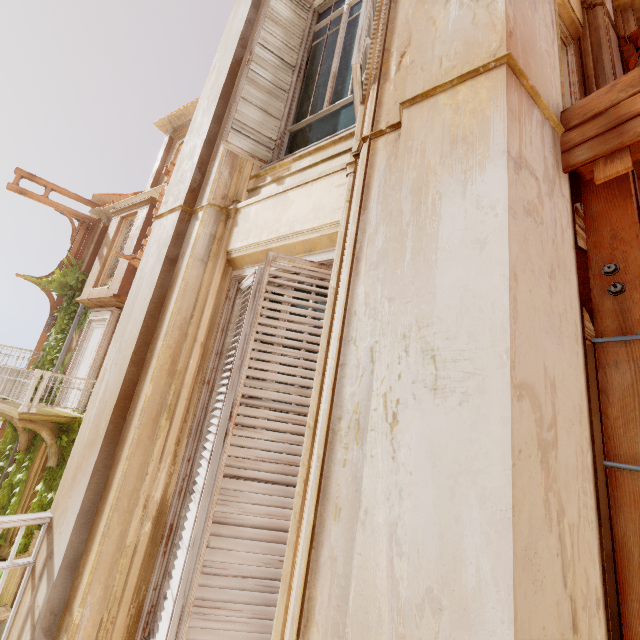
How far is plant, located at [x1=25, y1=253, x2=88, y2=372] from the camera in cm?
1248

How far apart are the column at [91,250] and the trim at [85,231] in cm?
1

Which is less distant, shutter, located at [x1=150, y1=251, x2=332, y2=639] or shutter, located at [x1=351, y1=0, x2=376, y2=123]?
shutter, located at [x1=150, y1=251, x2=332, y2=639]

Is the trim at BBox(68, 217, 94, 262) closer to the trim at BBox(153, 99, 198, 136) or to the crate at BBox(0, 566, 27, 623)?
the trim at BBox(153, 99, 198, 136)

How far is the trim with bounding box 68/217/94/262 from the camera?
14.0m

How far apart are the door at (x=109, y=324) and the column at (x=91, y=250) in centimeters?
249cm

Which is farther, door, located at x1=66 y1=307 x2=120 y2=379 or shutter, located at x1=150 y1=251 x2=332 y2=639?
door, located at x1=66 y1=307 x2=120 y2=379

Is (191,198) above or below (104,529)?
above
